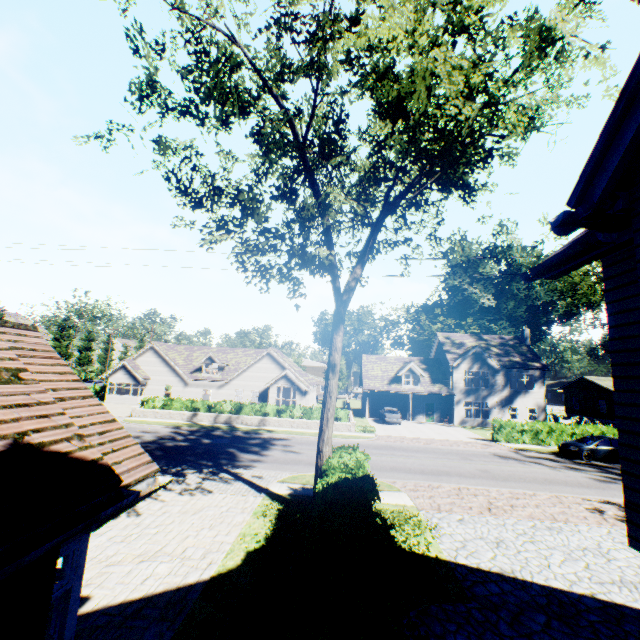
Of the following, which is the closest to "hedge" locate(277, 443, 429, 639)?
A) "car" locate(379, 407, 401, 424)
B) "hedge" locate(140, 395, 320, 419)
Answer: "hedge" locate(140, 395, 320, 419)

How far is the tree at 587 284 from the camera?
32.22m

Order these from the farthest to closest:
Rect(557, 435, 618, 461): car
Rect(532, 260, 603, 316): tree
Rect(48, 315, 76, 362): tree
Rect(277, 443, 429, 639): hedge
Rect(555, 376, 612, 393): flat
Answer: Rect(48, 315, 76, 362): tree → Rect(555, 376, 612, 393): flat → Rect(532, 260, 603, 316): tree → Rect(557, 435, 618, 461): car → Rect(277, 443, 429, 639): hedge

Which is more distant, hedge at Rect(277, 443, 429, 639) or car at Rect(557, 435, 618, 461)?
car at Rect(557, 435, 618, 461)

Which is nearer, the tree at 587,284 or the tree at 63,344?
the tree at 587,284

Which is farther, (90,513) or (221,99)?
(221,99)

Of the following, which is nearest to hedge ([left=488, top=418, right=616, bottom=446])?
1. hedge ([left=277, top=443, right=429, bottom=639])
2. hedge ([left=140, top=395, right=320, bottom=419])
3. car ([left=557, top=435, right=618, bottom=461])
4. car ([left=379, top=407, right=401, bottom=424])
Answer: car ([left=557, top=435, right=618, bottom=461])

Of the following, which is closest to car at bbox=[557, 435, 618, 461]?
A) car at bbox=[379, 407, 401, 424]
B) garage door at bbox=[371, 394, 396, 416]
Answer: car at bbox=[379, 407, 401, 424]
